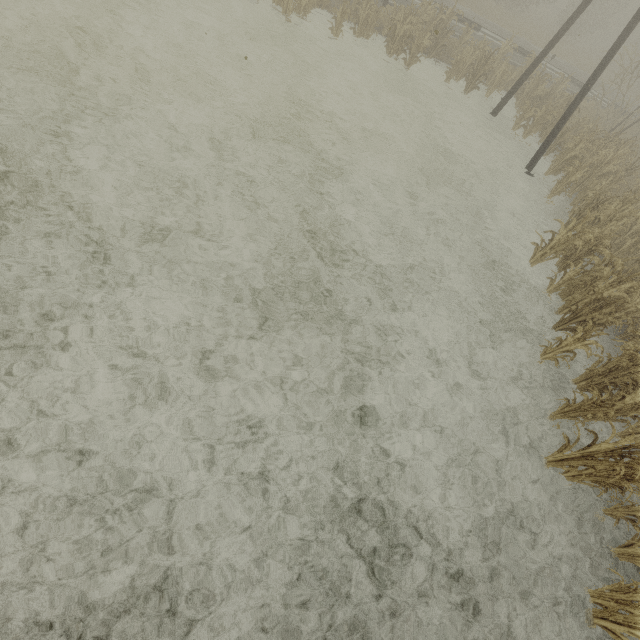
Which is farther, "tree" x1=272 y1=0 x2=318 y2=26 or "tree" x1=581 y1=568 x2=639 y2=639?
"tree" x1=272 y1=0 x2=318 y2=26

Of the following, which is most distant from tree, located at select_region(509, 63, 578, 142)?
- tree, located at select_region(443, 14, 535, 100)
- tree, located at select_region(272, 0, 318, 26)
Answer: tree, located at select_region(272, 0, 318, 26)

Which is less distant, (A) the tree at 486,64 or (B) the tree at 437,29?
(B) the tree at 437,29

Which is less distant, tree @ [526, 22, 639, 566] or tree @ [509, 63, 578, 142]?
tree @ [526, 22, 639, 566]

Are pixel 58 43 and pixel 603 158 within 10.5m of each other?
no

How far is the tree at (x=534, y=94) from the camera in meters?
13.6 m

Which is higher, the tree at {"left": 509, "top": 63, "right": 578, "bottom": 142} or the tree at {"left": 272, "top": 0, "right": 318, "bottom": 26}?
the tree at {"left": 509, "top": 63, "right": 578, "bottom": 142}

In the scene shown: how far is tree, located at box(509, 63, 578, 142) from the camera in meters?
13.6
